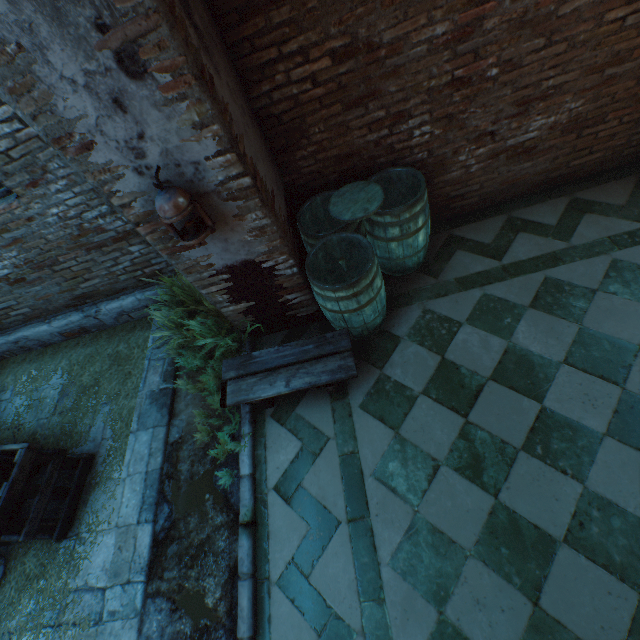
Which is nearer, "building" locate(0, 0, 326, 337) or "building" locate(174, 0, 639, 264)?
"building" locate(0, 0, 326, 337)

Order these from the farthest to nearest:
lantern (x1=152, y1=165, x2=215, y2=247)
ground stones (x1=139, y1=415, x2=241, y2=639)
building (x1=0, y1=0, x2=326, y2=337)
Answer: ground stones (x1=139, y1=415, x2=241, y2=639)
lantern (x1=152, y1=165, x2=215, y2=247)
building (x1=0, y1=0, x2=326, y2=337)

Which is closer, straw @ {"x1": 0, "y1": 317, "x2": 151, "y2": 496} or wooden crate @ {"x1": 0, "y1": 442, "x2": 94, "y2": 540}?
wooden crate @ {"x1": 0, "y1": 442, "x2": 94, "y2": 540}

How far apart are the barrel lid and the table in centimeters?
105cm

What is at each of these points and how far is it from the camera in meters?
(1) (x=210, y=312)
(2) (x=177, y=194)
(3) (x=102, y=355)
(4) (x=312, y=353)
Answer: (1) plants, 3.9
(2) lantern, 2.0
(3) straw, 4.5
(4) table, 3.1

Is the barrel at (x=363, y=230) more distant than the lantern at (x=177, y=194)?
Yes

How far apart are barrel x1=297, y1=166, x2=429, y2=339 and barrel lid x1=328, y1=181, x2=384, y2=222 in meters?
0.0 m

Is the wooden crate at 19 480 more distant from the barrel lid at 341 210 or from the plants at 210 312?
the barrel lid at 341 210
